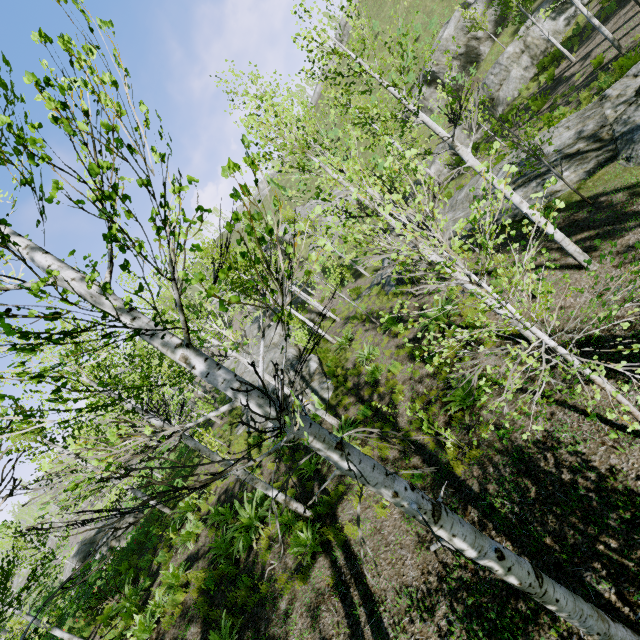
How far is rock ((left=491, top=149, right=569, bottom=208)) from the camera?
10.53m

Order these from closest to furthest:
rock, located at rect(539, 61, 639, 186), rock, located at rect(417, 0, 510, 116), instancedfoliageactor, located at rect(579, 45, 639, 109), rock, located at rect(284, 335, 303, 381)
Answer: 1. rock, located at rect(539, 61, 639, 186)
2. instancedfoliageactor, located at rect(579, 45, 639, 109)
3. rock, located at rect(284, 335, 303, 381)
4. rock, located at rect(417, 0, 510, 116)

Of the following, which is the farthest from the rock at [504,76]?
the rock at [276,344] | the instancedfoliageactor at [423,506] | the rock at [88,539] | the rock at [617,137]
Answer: the rock at [88,539]

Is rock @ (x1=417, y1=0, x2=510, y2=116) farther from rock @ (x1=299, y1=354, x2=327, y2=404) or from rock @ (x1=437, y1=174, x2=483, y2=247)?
rock @ (x1=299, y1=354, x2=327, y2=404)

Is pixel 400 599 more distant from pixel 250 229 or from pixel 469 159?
pixel 469 159

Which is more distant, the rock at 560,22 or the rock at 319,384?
the rock at 560,22

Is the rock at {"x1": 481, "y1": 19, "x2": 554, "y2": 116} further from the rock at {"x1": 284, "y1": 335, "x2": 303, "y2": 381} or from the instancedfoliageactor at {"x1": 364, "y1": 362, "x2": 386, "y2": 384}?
the rock at {"x1": 284, "y1": 335, "x2": 303, "y2": 381}

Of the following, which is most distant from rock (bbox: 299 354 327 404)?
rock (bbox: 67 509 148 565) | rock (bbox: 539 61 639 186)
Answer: rock (bbox: 67 509 148 565)
